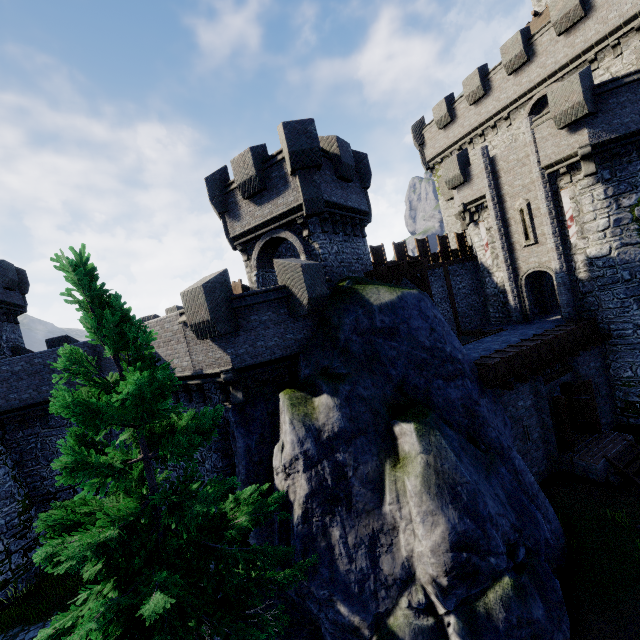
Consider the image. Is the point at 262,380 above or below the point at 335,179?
below

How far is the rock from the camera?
12.7 meters

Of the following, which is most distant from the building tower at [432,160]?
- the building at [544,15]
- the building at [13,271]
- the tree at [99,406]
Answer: the building at [13,271]

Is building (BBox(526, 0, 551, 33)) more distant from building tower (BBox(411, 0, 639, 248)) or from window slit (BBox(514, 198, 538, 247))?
window slit (BBox(514, 198, 538, 247))

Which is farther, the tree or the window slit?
the window slit

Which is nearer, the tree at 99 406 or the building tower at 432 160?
the tree at 99 406

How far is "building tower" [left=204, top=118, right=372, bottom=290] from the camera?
13.3m

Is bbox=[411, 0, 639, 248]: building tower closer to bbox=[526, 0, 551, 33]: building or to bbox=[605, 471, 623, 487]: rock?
bbox=[526, 0, 551, 33]: building
